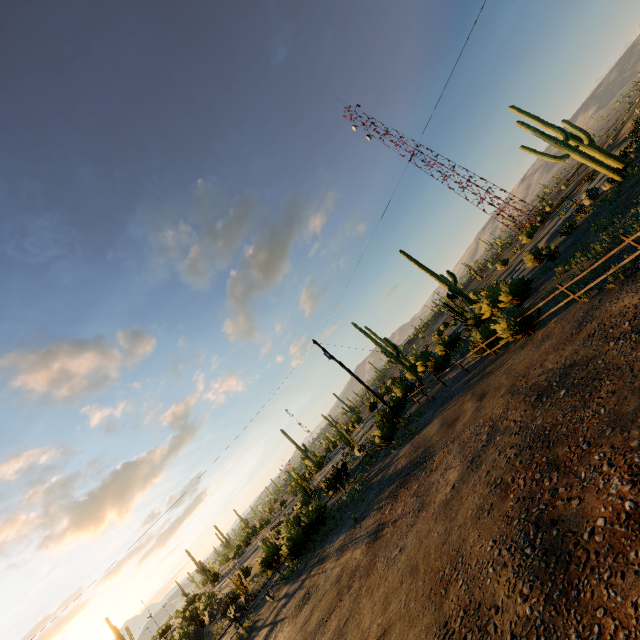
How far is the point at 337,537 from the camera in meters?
14.6
